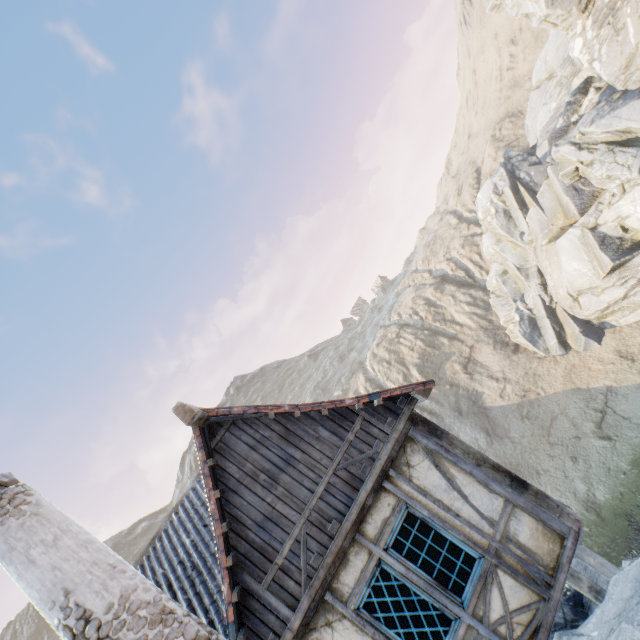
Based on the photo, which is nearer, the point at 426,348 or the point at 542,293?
the point at 542,293

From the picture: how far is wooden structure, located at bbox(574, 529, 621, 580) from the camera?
5.89m

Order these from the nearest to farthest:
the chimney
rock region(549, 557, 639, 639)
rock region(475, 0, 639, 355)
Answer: rock region(549, 557, 639, 639) → the chimney → rock region(475, 0, 639, 355)

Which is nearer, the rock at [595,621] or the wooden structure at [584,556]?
the rock at [595,621]

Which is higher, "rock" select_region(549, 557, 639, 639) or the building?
the building

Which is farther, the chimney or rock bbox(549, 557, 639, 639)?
the chimney

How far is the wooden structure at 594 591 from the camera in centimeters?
578cm

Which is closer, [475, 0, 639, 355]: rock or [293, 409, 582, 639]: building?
[293, 409, 582, 639]: building
